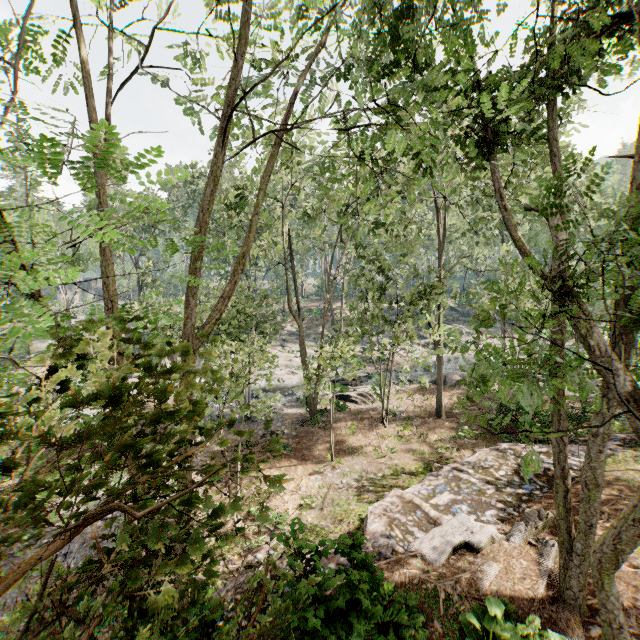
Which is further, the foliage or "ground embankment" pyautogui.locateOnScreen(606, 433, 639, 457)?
"ground embankment" pyautogui.locateOnScreen(606, 433, 639, 457)

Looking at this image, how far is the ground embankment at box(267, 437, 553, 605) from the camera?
5.8 meters

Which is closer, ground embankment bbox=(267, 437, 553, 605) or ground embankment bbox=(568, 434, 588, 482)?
ground embankment bbox=(267, 437, 553, 605)

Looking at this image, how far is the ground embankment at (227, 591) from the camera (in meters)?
7.65

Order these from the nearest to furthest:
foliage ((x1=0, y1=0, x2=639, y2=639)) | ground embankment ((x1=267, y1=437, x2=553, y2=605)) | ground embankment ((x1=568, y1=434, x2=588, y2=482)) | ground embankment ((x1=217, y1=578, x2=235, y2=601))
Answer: foliage ((x1=0, y1=0, x2=639, y2=639)), ground embankment ((x1=267, y1=437, x2=553, y2=605)), ground embankment ((x1=217, y1=578, x2=235, y2=601)), ground embankment ((x1=568, y1=434, x2=588, y2=482))

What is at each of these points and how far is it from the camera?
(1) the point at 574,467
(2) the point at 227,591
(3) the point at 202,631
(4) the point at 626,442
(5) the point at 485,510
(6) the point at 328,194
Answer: (1) ground embankment, 11.7m
(2) ground embankment, 7.8m
(3) ground embankment, 7.0m
(4) ground embankment, 13.9m
(5) ground embankment, 9.9m
(6) foliage, 17.9m
